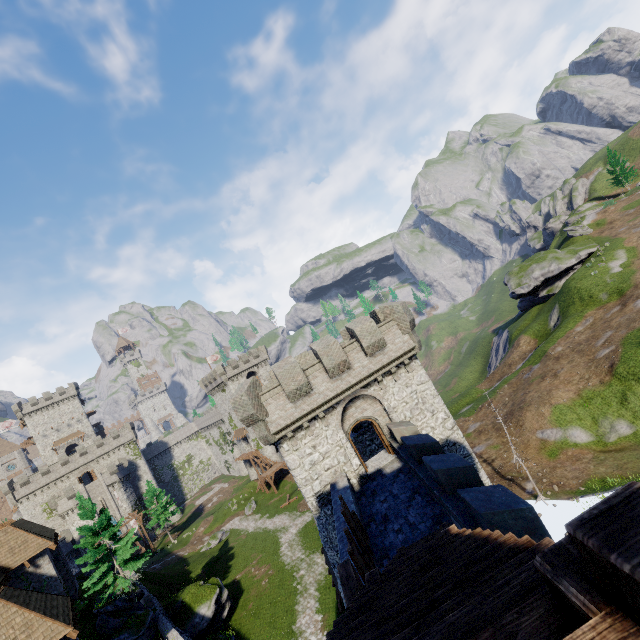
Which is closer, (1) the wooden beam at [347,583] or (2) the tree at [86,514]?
(1) the wooden beam at [347,583]

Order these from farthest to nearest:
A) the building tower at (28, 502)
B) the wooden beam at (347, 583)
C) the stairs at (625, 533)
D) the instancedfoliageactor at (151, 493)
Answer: the building tower at (28, 502) → the instancedfoliageactor at (151, 493) → the wooden beam at (347, 583) → the stairs at (625, 533)

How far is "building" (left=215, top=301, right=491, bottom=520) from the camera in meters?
17.2

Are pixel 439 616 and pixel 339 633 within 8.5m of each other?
yes

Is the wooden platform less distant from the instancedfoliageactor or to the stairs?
the stairs

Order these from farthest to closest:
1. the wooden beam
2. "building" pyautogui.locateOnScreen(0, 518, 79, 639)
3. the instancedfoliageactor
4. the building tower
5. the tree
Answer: the building tower
the instancedfoliageactor
the tree
"building" pyautogui.locateOnScreen(0, 518, 79, 639)
the wooden beam

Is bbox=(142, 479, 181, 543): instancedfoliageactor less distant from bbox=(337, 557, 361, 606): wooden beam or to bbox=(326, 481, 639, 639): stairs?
bbox=(326, 481, 639, 639): stairs

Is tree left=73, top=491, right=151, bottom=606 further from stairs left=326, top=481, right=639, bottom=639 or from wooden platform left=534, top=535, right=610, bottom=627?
wooden platform left=534, top=535, right=610, bottom=627
